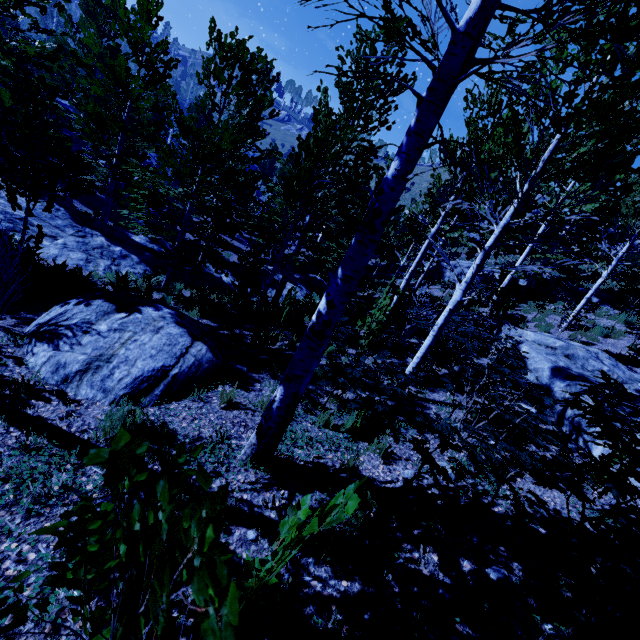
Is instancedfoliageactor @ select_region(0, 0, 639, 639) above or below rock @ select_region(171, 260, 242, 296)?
above

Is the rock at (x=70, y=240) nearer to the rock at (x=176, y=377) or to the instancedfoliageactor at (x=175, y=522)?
the instancedfoliageactor at (x=175, y=522)

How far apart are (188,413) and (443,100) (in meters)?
4.71

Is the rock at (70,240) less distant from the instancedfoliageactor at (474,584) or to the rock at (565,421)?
the instancedfoliageactor at (474,584)

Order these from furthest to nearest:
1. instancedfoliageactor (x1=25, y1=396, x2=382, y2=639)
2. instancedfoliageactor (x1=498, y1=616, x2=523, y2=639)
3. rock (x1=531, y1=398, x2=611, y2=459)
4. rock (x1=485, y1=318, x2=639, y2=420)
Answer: rock (x1=485, y1=318, x2=639, y2=420)
rock (x1=531, y1=398, x2=611, y2=459)
instancedfoliageactor (x1=498, y1=616, x2=523, y2=639)
instancedfoliageactor (x1=25, y1=396, x2=382, y2=639)

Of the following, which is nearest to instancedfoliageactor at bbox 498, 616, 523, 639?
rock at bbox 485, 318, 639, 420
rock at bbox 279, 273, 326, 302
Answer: rock at bbox 485, 318, 639, 420

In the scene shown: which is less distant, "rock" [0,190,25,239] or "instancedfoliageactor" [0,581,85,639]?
"instancedfoliageactor" [0,581,85,639]
